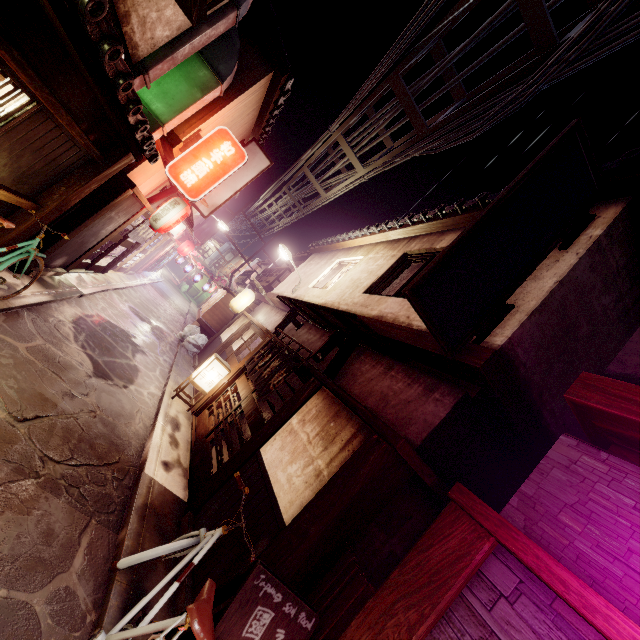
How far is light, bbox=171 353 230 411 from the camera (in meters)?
15.02

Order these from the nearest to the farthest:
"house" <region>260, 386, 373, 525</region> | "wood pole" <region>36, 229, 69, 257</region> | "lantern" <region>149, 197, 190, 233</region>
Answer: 1. "house" <region>260, 386, 373, 525</region>
2. "wood pole" <region>36, 229, 69, 257</region>
3. "lantern" <region>149, 197, 190, 233</region>

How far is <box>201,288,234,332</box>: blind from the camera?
27.0m

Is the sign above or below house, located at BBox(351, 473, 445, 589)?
below

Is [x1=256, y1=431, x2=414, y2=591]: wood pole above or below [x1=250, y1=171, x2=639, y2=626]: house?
below

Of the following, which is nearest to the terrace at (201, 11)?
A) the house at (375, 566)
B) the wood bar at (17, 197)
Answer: the wood bar at (17, 197)

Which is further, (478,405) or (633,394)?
(478,405)

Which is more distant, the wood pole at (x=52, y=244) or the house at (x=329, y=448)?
the wood pole at (x=52, y=244)
